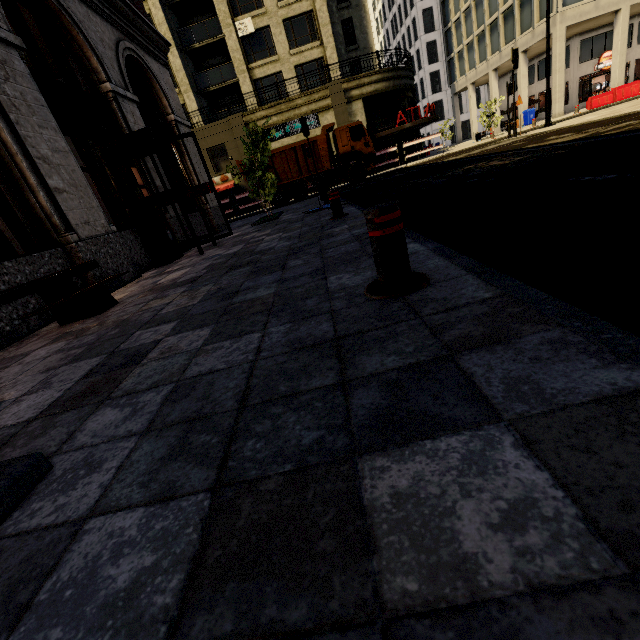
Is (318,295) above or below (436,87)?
below

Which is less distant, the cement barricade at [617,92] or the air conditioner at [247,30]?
the cement barricade at [617,92]

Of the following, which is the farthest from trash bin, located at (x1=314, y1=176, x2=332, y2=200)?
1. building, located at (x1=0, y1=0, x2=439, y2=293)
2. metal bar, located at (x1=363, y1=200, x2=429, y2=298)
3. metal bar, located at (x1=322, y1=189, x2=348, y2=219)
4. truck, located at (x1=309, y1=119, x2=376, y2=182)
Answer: truck, located at (x1=309, y1=119, x2=376, y2=182)

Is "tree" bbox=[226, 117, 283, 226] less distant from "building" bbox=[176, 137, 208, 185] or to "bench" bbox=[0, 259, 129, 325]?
"building" bbox=[176, 137, 208, 185]

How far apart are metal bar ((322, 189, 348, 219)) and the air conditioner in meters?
26.9

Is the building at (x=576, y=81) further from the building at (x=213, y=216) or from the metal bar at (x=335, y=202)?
the metal bar at (x=335, y=202)

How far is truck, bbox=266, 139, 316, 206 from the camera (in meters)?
18.59
